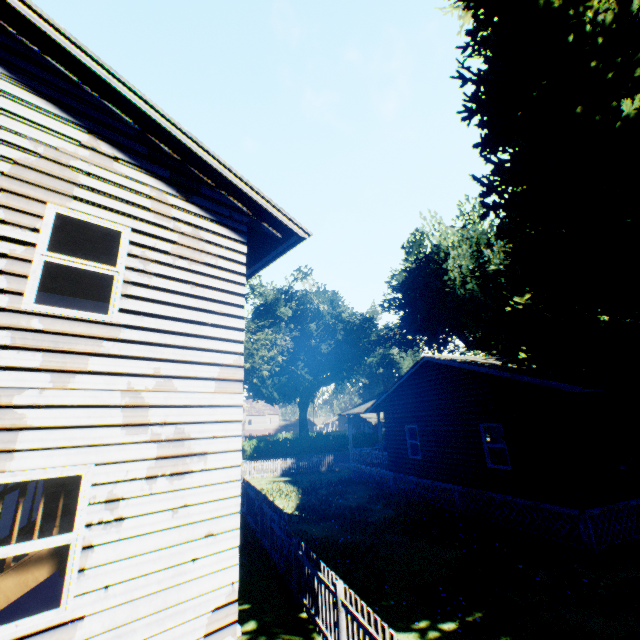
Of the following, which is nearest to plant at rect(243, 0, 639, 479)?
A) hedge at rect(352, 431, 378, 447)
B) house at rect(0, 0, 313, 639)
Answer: house at rect(0, 0, 313, 639)

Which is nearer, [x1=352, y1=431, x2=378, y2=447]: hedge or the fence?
the fence

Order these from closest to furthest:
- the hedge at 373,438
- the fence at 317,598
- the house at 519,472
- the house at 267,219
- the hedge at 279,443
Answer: the house at 267,219, the fence at 317,598, the house at 519,472, the hedge at 279,443, the hedge at 373,438

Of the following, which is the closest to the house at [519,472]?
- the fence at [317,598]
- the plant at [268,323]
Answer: the plant at [268,323]

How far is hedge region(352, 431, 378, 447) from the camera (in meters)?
46.00

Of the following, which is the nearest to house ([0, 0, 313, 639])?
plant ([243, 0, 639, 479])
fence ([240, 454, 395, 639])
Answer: plant ([243, 0, 639, 479])

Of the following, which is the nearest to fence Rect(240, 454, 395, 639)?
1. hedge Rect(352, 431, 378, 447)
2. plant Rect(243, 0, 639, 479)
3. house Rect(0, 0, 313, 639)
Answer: plant Rect(243, 0, 639, 479)

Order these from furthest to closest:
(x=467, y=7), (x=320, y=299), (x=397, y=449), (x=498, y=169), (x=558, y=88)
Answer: (x=320, y=299)
(x=397, y=449)
(x=467, y=7)
(x=498, y=169)
(x=558, y=88)
